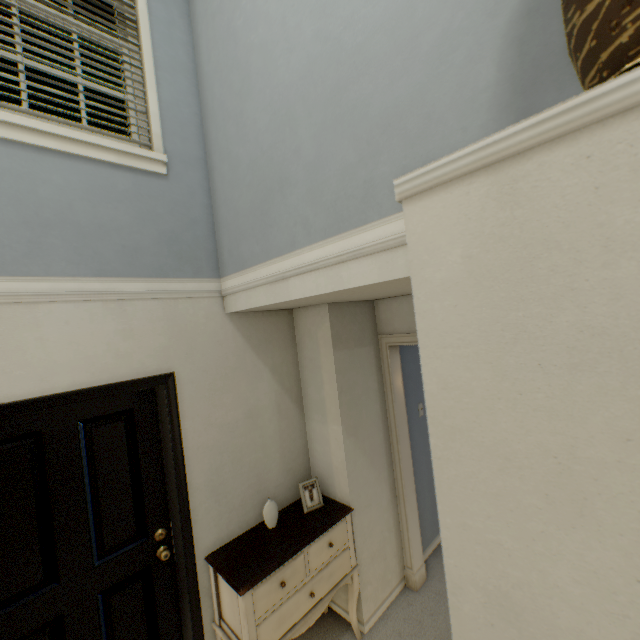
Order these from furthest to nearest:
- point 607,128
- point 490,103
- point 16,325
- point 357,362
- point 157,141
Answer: point 357,362, point 157,141, point 16,325, point 490,103, point 607,128

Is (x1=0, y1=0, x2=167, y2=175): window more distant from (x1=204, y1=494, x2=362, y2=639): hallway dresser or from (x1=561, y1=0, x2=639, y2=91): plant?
(x1=204, y1=494, x2=362, y2=639): hallway dresser

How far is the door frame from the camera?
2.7m

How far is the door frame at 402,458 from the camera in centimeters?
273cm

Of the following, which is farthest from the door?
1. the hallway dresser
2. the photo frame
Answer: the photo frame

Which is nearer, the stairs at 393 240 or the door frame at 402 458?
the stairs at 393 240

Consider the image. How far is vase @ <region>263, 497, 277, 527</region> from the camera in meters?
2.2

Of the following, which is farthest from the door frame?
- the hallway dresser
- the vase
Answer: the vase
